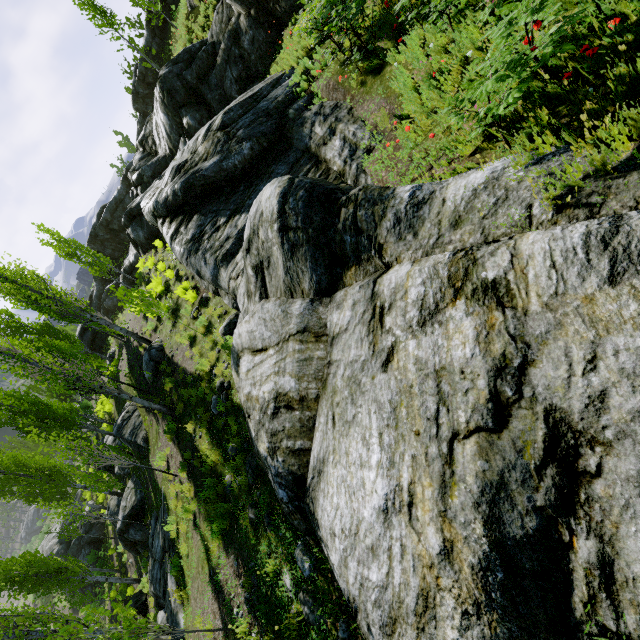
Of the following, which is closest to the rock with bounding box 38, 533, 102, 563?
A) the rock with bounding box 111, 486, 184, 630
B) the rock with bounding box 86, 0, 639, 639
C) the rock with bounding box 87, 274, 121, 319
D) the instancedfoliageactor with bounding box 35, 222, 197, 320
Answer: the instancedfoliageactor with bounding box 35, 222, 197, 320

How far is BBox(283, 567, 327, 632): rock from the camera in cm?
399

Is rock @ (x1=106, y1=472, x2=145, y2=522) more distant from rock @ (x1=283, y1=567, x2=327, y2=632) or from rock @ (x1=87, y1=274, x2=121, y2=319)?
rock @ (x1=87, y1=274, x2=121, y2=319)

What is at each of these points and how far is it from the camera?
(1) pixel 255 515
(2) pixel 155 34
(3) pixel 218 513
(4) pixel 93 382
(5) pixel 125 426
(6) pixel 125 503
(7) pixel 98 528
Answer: (1) rock, 6.07m
(2) rock, 38.56m
(3) instancedfoliageactor, 6.91m
(4) instancedfoliageactor, 10.41m
(5) rock, 15.98m
(6) rock, 17.41m
(7) rock, 31.00m

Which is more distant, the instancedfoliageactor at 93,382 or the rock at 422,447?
the instancedfoliageactor at 93,382

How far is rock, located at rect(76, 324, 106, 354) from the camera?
38.1m

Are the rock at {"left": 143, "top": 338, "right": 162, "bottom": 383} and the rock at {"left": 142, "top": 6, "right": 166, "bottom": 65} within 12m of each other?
no

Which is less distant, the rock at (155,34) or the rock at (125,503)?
the rock at (125,503)
